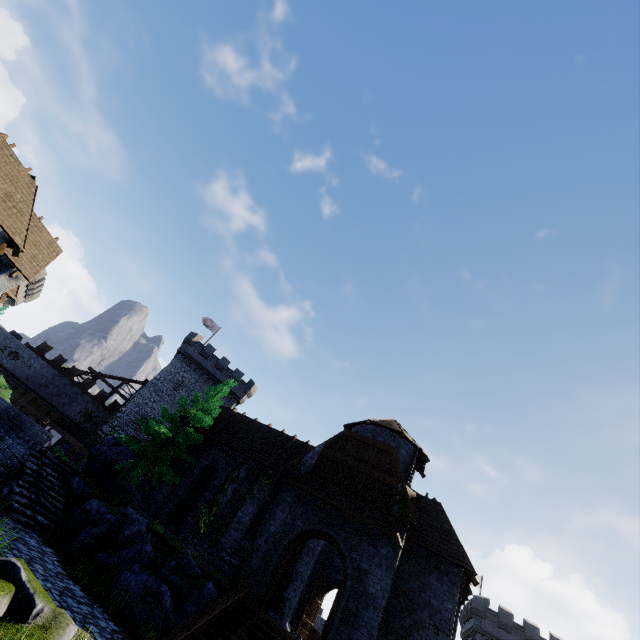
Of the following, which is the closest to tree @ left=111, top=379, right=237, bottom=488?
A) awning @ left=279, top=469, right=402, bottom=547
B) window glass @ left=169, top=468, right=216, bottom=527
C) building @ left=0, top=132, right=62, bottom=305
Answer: window glass @ left=169, top=468, right=216, bottom=527

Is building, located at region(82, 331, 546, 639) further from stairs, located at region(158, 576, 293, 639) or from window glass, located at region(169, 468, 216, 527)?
stairs, located at region(158, 576, 293, 639)

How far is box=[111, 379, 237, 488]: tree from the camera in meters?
18.5

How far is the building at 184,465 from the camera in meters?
21.3

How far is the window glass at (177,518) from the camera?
19.8m

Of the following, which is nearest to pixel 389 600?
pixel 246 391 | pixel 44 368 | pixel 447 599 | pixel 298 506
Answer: pixel 447 599

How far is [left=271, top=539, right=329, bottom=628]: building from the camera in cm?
1975
